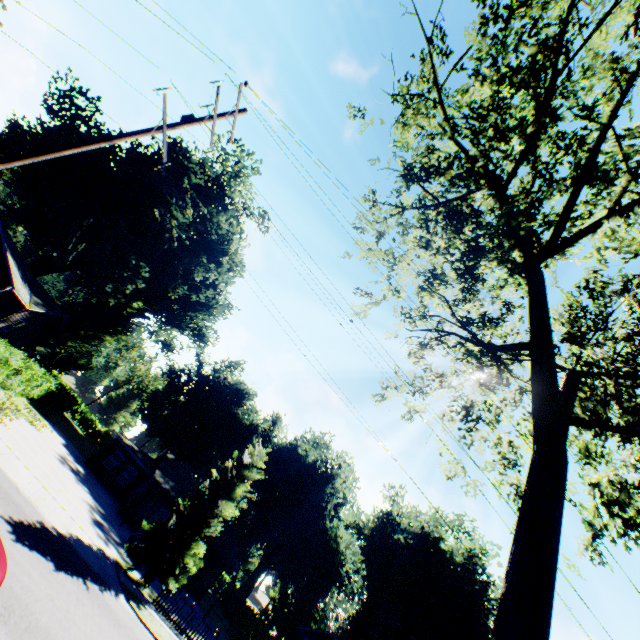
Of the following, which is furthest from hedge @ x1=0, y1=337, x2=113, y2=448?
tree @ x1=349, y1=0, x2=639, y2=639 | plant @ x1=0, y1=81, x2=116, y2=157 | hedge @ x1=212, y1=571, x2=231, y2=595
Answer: plant @ x1=0, y1=81, x2=116, y2=157

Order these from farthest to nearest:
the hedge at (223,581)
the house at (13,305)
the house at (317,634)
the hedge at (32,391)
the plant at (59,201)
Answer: the hedge at (223,581), the house at (317,634), the plant at (59,201), the house at (13,305), the hedge at (32,391)

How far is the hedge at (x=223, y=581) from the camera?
42.3 meters

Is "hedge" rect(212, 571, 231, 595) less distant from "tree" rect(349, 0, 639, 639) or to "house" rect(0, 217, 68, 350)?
"tree" rect(349, 0, 639, 639)

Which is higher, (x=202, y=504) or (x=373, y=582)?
(x=373, y=582)

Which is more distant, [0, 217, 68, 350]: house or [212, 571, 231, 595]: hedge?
[212, 571, 231, 595]: hedge

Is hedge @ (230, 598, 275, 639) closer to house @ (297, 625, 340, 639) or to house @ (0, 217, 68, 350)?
house @ (297, 625, 340, 639)

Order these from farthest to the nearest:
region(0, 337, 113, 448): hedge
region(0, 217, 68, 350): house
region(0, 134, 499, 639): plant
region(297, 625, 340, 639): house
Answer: region(297, 625, 340, 639): house → region(0, 134, 499, 639): plant → region(0, 217, 68, 350): house → region(0, 337, 113, 448): hedge
